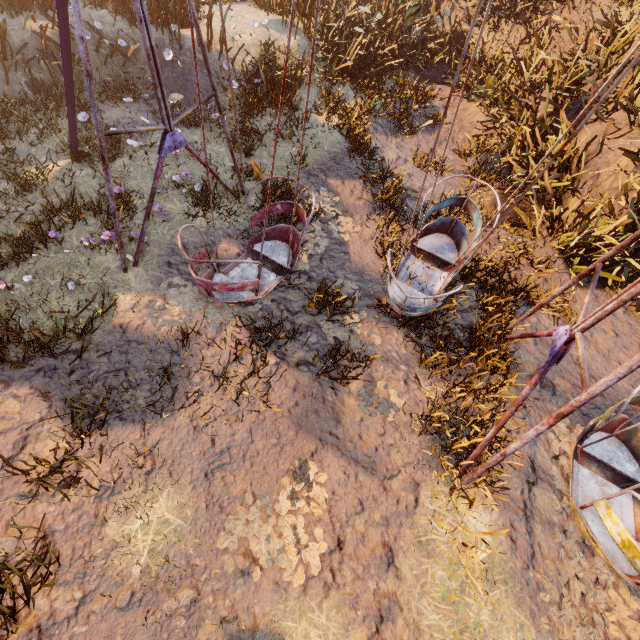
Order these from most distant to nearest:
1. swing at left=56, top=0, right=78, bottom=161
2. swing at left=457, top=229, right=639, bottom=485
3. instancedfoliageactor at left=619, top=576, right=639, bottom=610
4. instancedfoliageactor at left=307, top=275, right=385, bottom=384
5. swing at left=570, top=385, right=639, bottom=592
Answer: instancedfoliageactor at left=307, top=275, right=385, bottom=384 < swing at left=56, top=0, right=78, bottom=161 < instancedfoliageactor at left=619, top=576, right=639, bottom=610 < swing at left=570, top=385, right=639, bottom=592 < swing at left=457, top=229, right=639, bottom=485

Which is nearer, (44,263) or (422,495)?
(422,495)

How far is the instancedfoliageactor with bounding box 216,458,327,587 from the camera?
3.6 meters

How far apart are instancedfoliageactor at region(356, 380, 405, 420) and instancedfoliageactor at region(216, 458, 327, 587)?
1.05m

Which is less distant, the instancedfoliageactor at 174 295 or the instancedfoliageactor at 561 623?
the instancedfoliageactor at 561 623

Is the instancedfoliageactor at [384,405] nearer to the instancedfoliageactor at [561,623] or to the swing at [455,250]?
the swing at [455,250]

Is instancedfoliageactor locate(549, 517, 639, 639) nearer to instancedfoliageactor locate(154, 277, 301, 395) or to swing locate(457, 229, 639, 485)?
swing locate(457, 229, 639, 485)

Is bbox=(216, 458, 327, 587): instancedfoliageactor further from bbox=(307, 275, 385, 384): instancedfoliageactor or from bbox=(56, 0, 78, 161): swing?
bbox=(307, 275, 385, 384): instancedfoliageactor
